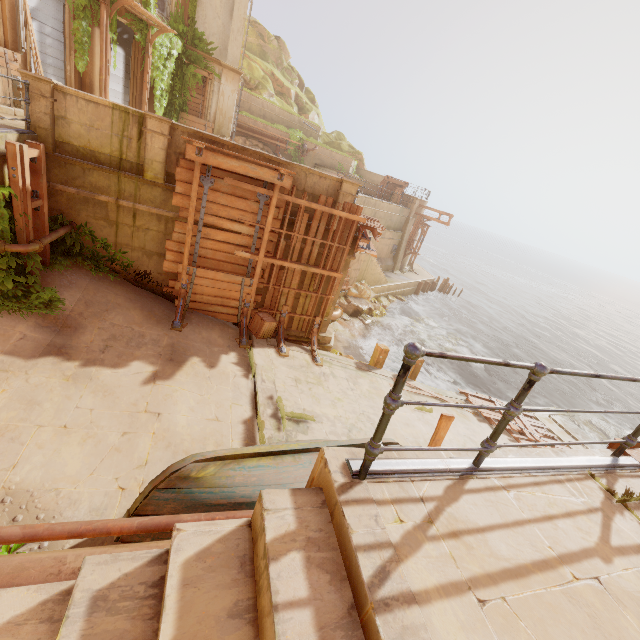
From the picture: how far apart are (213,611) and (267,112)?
29.30m

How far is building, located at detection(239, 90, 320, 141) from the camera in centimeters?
2341cm

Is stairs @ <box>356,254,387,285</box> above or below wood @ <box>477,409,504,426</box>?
above

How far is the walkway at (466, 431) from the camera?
9.3m

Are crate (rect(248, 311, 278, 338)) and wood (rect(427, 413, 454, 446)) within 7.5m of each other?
yes

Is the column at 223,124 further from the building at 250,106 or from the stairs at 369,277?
the stairs at 369,277

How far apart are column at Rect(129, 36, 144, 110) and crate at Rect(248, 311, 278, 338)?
11.89m

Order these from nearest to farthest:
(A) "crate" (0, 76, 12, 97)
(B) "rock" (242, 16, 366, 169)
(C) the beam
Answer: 1. (A) "crate" (0, 76, 12, 97)
2. (C) the beam
3. (B) "rock" (242, 16, 366, 169)
